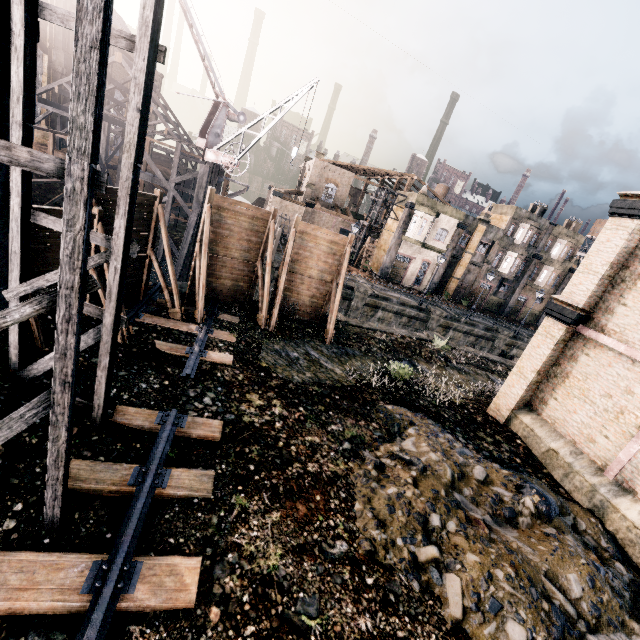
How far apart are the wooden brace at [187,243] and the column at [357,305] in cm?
1448

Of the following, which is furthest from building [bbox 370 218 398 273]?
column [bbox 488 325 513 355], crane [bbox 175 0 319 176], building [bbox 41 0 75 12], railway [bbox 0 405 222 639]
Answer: building [bbox 41 0 75 12]

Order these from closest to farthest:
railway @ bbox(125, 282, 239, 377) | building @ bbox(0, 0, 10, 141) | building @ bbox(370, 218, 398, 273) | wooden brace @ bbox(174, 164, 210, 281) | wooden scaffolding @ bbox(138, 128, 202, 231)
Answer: building @ bbox(0, 0, 10, 141), railway @ bbox(125, 282, 239, 377), wooden brace @ bbox(174, 164, 210, 281), wooden scaffolding @ bbox(138, 128, 202, 231), building @ bbox(370, 218, 398, 273)

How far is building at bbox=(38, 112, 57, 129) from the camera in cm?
4028

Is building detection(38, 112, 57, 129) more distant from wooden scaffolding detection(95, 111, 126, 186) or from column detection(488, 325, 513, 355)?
column detection(488, 325, 513, 355)

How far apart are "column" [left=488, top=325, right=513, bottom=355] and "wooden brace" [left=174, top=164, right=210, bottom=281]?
32.04m

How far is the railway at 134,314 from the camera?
11.80m

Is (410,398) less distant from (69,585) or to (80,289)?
(69,585)
